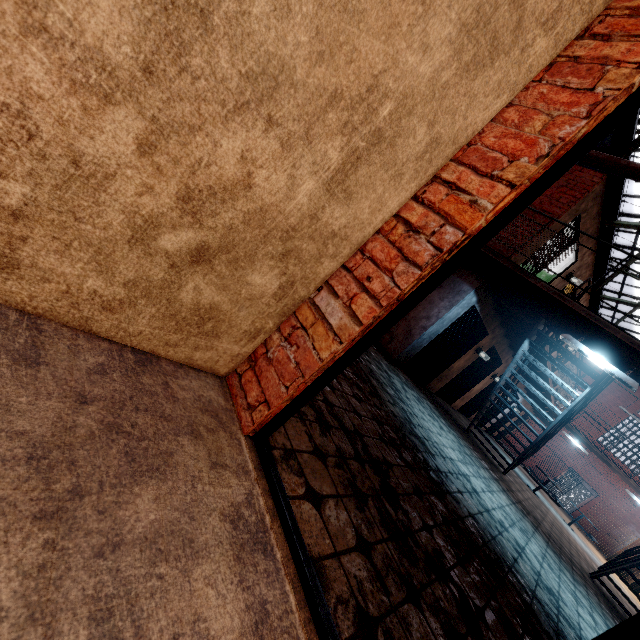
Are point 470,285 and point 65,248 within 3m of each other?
no

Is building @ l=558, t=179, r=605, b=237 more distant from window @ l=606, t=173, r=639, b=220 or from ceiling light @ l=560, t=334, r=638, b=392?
window @ l=606, t=173, r=639, b=220

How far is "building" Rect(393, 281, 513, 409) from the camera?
7.7 meters

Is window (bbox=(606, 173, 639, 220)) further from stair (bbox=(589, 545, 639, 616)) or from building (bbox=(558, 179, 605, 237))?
stair (bbox=(589, 545, 639, 616))

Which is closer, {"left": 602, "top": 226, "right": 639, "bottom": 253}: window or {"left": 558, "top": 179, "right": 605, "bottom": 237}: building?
{"left": 558, "top": 179, "right": 605, "bottom": 237}: building

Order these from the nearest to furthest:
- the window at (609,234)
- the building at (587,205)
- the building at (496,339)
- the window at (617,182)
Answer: the building at (587,205)
the building at (496,339)
the window at (617,182)
the window at (609,234)

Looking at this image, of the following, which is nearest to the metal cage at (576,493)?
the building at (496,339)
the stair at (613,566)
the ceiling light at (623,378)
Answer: Result: the building at (496,339)

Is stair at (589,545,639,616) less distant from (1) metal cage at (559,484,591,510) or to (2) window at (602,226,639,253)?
(2) window at (602,226,639,253)
